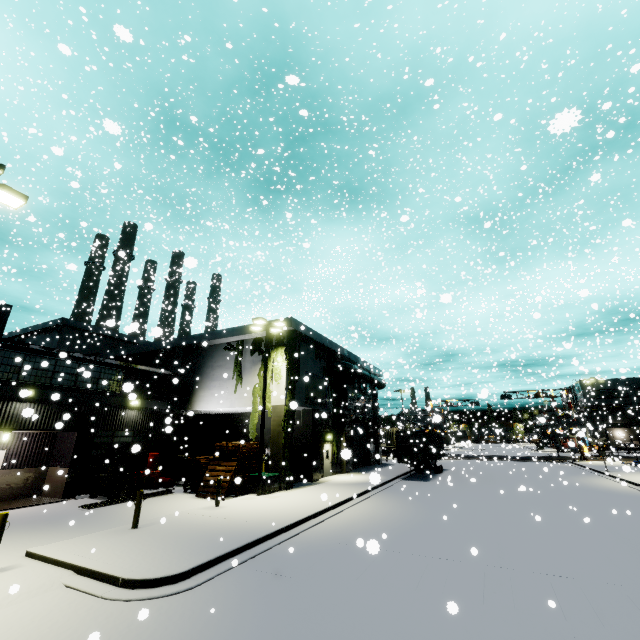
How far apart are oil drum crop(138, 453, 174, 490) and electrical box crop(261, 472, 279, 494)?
6.3m

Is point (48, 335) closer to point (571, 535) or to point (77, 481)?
point (77, 481)

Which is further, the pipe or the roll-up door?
the roll-up door

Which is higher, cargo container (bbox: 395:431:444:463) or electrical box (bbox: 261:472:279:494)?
cargo container (bbox: 395:431:444:463)

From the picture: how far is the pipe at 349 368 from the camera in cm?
2808

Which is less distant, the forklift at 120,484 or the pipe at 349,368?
the forklift at 120,484

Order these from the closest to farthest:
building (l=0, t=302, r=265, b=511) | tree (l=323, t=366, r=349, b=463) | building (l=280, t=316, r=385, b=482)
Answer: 1. building (l=0, t=302, r=265, b=511)
2. building (l=280, t=316, r=385, b=482)
3. tree (l=323, t=366, r=349, b=463)

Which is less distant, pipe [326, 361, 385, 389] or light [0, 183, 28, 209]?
light [0, 183, 28, 209]
